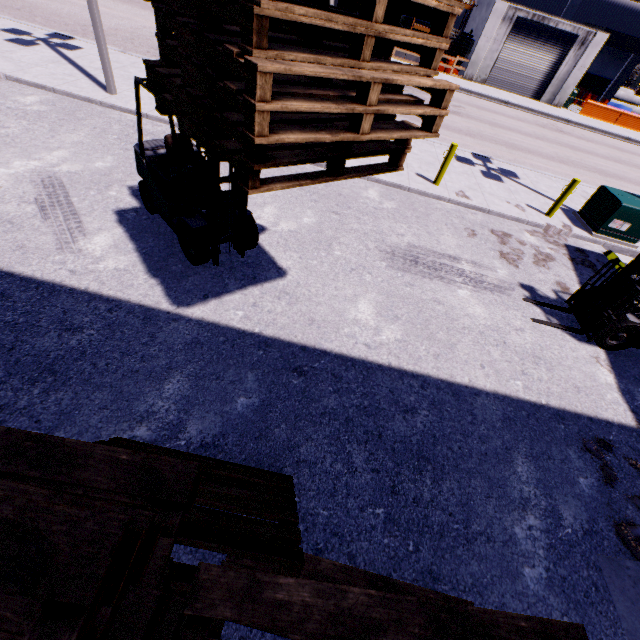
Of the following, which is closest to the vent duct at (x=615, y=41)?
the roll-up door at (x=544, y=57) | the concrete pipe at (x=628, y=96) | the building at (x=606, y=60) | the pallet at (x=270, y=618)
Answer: the building at (x=606, y=60)

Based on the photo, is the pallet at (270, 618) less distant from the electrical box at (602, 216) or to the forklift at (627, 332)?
the forklift at (627, 332)

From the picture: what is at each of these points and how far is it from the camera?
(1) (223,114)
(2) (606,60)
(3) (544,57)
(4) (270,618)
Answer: (1) pallet, 2.37m
(2) building, 30.80m
(3) roll-up door, 25.66m
(4) pallet, 1.39m

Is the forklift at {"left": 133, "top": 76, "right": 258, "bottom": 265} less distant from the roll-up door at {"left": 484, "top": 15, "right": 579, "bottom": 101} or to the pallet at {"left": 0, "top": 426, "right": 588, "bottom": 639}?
the pallet at {"left": 0, "top": 426, "right": 588, "bottom": 639}

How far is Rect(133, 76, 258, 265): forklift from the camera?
4.7m

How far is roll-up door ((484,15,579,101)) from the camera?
24.6 meters

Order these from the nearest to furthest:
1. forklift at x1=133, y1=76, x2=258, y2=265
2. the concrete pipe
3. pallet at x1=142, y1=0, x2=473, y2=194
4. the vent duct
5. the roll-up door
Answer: pallet at x1=142, y1=0, x2=473, y2=194 < forklift at x1=133, y1=76, x2=258, y2=265 < the roll-up door < the vent duct < the concrete pipe

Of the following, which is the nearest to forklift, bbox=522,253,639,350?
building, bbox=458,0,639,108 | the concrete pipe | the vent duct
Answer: building, bbox=458,0,639,108
